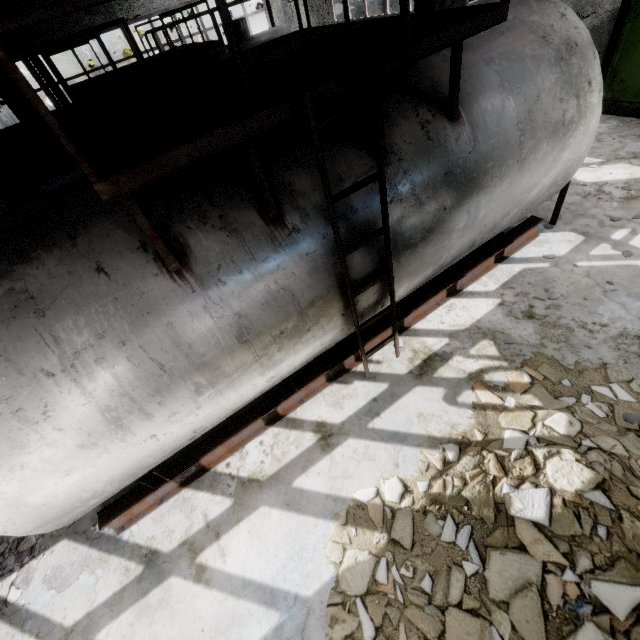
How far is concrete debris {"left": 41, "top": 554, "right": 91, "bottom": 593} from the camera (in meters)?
4.19

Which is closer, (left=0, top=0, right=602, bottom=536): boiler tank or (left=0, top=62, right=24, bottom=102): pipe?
(left=0, top=0, right=602, bottom=536): boiler tank

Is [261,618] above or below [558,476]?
below

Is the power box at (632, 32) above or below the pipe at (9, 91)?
below

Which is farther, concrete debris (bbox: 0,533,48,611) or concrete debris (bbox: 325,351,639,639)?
concrete debris (bbox: 0,533,48,611)

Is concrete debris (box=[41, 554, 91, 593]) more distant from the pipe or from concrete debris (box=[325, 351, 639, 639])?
the pipe

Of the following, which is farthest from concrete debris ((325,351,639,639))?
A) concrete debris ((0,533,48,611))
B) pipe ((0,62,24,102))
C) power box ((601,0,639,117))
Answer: pipe ((0,62,24,102))

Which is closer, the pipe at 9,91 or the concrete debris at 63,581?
the concrete debris at 63,581
